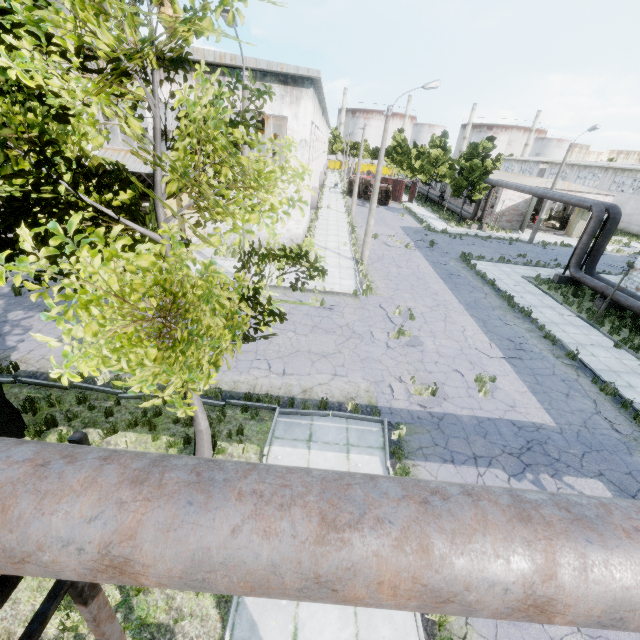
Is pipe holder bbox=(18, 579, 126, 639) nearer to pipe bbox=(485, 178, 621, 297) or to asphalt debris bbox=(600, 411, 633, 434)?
asphalt debris bbox=(600, 411, 633, 434)

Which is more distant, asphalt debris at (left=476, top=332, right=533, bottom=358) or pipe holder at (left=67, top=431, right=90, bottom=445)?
asphalt debris at (left=476, top=332, right=533, bottom=358)

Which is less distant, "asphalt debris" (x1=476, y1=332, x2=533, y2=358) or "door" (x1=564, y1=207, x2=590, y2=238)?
"asphalt debris" (x1=476, y1=332, x2=533, y2=358)

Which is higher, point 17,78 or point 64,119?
point 17,78

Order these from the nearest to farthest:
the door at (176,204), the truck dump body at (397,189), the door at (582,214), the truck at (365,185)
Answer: the door at (176,204) → the door at (582,214) → the truck at (365,185) → the truck dump body at (397,189)

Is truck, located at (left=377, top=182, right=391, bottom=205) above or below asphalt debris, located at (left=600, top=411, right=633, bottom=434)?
above

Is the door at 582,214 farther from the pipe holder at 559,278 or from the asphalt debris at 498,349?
the asphalt debris at 498,349

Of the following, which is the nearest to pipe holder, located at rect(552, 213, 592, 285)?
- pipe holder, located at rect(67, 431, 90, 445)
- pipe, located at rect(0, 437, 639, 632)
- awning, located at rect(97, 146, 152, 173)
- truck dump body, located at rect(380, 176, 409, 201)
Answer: pipe, located at rect(0, 437, 639, 632)
